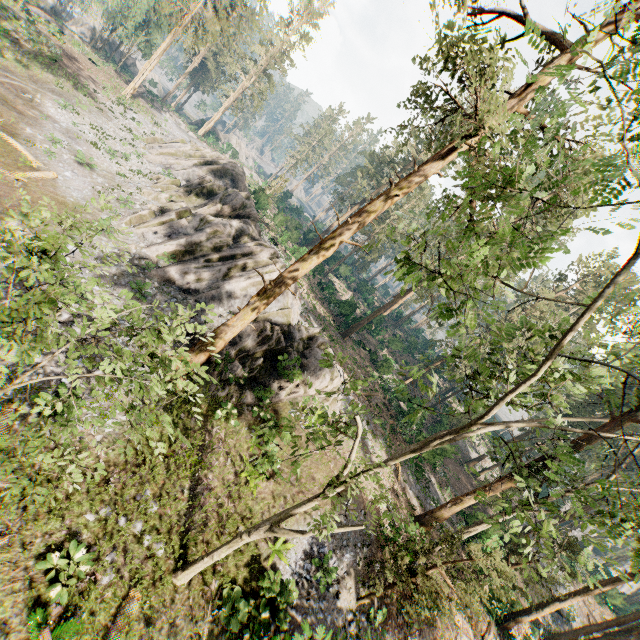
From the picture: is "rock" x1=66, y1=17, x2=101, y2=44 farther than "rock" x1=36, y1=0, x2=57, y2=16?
Yes

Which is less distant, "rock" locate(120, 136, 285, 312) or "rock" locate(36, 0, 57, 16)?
"rock" locate(120, 136, 285, 312)

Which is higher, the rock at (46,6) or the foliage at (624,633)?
the foliage at (624,633)

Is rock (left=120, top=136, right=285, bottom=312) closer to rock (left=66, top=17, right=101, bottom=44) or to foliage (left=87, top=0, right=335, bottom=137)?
foliage (left=87, top=0, right=335, bottom=137)

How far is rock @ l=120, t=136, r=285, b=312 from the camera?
21.3m

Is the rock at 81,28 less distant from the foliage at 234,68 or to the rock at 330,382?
the foliage at 234,68

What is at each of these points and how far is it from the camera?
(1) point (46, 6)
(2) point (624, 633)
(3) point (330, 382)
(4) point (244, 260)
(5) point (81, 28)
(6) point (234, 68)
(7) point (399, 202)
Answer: (1) rock, 50.8m
(2) foliage, 24.2m
(3) rock, 19.7m
(4) rock, 22.7m
(5) rock, 56.8m
(6) foliage, 54.2m
(7) foliage, 48.2m
